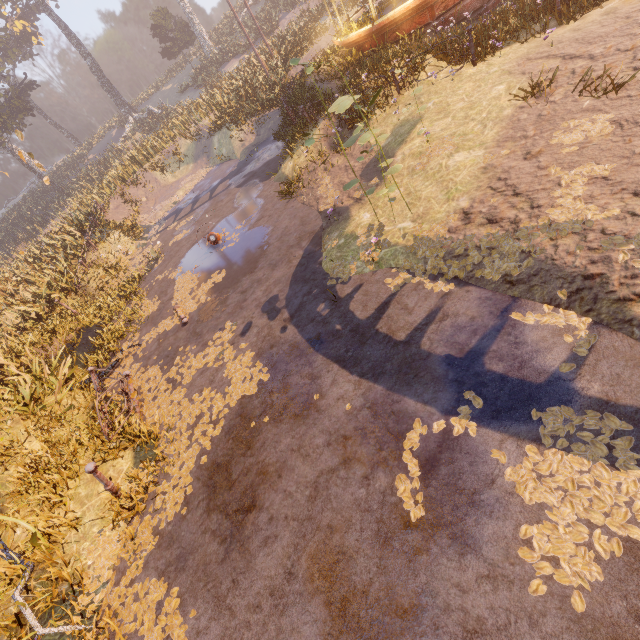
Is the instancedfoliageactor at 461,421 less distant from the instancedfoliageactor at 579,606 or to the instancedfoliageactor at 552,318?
the instancedfoliageactor at 579,606

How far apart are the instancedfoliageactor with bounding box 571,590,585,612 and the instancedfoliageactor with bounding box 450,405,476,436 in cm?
20

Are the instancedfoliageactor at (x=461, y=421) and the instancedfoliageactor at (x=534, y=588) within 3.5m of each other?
yes

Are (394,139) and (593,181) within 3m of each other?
no

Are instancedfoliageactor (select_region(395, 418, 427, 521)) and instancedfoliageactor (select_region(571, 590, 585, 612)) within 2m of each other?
yes

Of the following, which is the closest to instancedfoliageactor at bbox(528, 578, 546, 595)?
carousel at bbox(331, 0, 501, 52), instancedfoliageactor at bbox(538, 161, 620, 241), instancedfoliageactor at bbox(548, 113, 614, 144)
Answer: instancedfoliageactor at bbox(538, 161, 620, 241)

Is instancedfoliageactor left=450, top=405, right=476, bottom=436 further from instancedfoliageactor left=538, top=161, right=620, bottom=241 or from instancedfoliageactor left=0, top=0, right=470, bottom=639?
instancedfoliageactor left=0, top=0, right=470, bottom=639

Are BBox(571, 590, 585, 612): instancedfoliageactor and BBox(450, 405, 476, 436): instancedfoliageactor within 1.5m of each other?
yes
